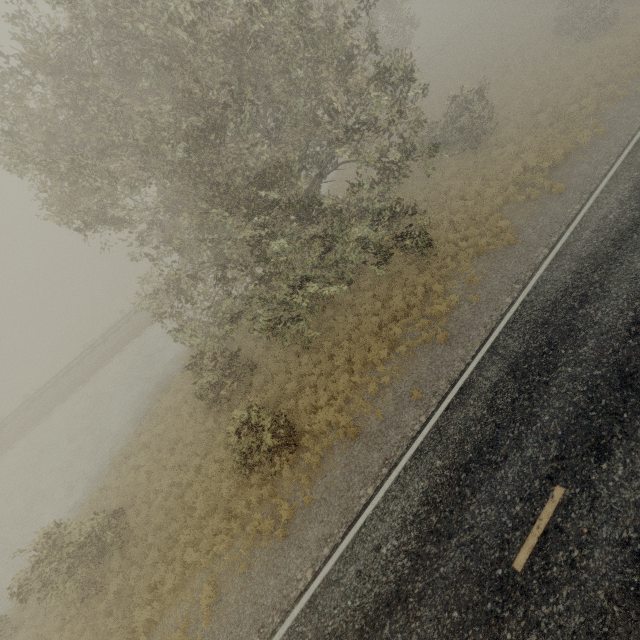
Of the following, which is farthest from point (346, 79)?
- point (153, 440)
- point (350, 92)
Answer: point (153, 440)
